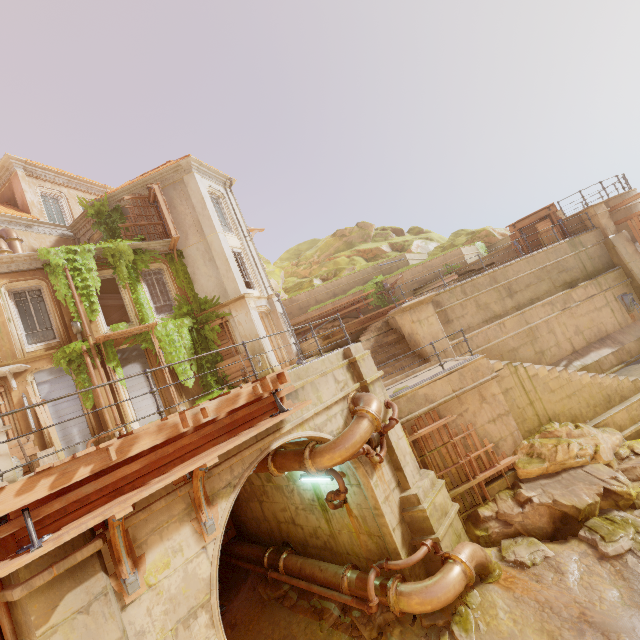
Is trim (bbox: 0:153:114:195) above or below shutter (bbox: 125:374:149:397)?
above

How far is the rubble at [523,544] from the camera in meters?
7.8

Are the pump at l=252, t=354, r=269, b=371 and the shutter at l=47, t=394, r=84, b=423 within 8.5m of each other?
yes

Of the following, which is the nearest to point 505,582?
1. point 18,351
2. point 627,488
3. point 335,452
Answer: point 627,488

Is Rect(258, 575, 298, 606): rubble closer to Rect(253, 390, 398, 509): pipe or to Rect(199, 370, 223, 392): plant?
Rect(253, 390, 398, 509): pipe

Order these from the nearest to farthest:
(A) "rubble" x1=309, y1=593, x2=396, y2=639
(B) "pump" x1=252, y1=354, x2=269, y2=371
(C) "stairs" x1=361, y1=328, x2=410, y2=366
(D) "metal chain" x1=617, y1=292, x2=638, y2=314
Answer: (A) "rubble" x1=309, y1=593, x2=396, y2=639
(C) "stairs" x1=361, y1=328, x2=410, y2=366
(D) "metal chain" x1=617, y1=292, x2=638, y2=314
(B) "pump" x1=252, y1=354, x2=269, y2=371

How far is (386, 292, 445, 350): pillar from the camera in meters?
12.4

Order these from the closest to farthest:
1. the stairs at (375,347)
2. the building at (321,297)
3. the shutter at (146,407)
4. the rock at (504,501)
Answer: the rock at (504,501) < the stairs at (375,347) < the shutter at (146,407) < the building at (321,297)
